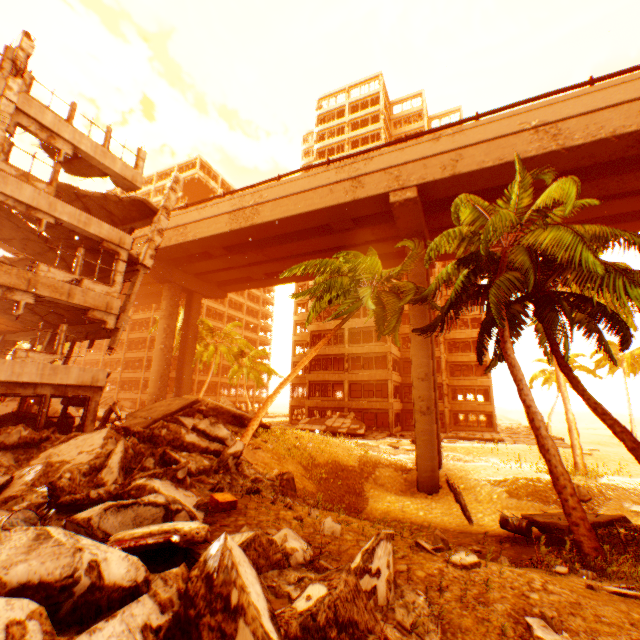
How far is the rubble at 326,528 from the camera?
5.9 meters

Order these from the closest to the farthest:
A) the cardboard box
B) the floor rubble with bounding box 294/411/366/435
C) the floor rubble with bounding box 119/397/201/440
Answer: the cardboard box, the floor rubble with bounding box 119/397/201/440, the floor rubble with bounding box 294/411/366/435

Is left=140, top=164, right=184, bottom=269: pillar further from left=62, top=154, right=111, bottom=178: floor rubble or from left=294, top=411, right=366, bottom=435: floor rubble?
left=294, top=411, right=366, bottom=435: floor rubble

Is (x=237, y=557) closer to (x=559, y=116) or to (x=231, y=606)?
(x=231, y=606)

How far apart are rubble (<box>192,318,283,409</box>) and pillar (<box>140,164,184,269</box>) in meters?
18.1

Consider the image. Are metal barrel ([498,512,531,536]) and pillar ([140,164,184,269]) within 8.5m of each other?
no

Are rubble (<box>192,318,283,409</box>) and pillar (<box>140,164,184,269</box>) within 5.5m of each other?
no

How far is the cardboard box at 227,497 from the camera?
6.69m
